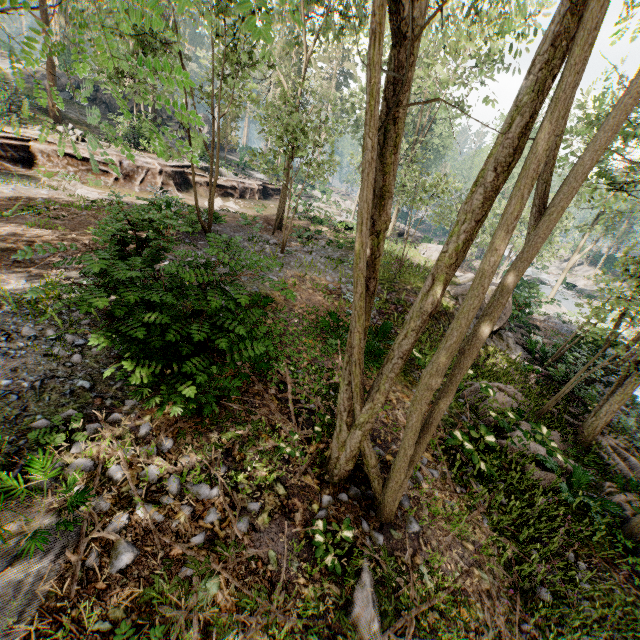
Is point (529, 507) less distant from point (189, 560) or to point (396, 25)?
point (189, 560)

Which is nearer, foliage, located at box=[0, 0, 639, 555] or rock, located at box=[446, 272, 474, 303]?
foliage, located at box=[0, 0, 639, 555]

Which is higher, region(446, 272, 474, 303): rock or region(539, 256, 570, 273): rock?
region(446, 272, 474, 303): rock

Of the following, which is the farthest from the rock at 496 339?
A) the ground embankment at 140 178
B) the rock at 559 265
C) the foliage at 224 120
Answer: the rock at 559 265

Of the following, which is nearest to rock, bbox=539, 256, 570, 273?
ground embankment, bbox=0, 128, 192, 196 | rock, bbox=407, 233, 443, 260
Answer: rock, bbox=407, 233, 443, 260

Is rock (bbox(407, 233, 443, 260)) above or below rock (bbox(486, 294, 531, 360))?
above

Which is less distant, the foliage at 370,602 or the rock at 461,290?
the foliage at 370,602

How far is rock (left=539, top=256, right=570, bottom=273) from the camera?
54.0m
